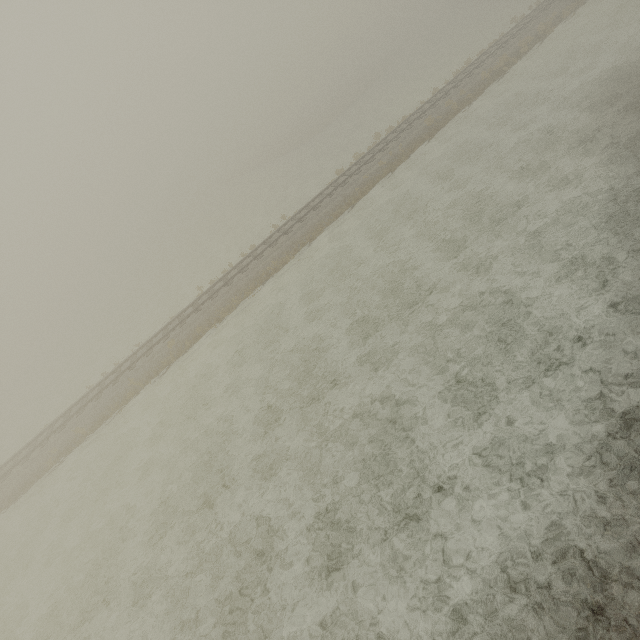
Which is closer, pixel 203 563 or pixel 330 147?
pixel 203 563
